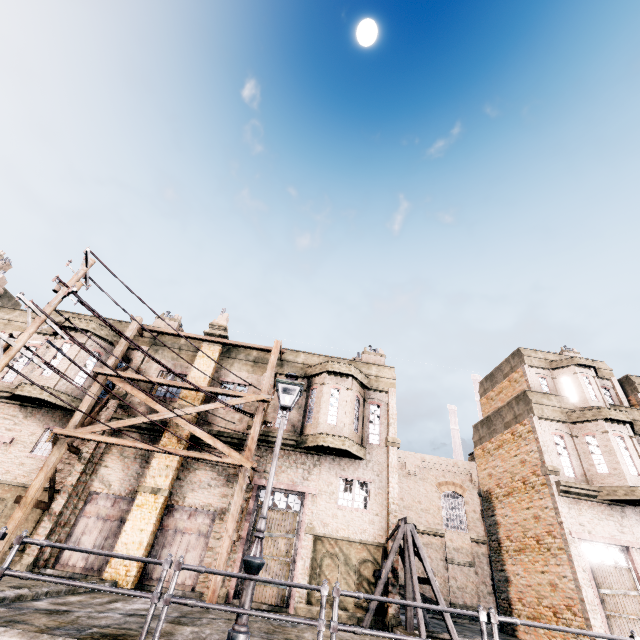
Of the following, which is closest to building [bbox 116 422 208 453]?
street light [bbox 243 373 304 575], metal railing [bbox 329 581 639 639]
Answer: street light [bbox 243 373 304 575]

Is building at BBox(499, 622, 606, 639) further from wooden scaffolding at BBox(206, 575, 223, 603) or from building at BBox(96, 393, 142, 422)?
wooden scaffolding at BBox(206, 575, 223, 603)

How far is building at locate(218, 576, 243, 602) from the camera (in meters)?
13.27

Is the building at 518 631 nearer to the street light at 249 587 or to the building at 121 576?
the building at 121 576

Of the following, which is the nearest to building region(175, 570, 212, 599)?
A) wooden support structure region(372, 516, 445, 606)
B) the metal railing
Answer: wooden support structure region(372, 516, 445, 606)

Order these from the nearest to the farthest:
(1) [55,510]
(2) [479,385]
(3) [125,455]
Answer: (1) [55,510], (3) [125,455], (2) [479,385]

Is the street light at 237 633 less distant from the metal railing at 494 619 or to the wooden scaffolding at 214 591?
the metal railing at 494 619

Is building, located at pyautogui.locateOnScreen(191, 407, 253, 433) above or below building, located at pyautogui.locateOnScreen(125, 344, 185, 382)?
below
